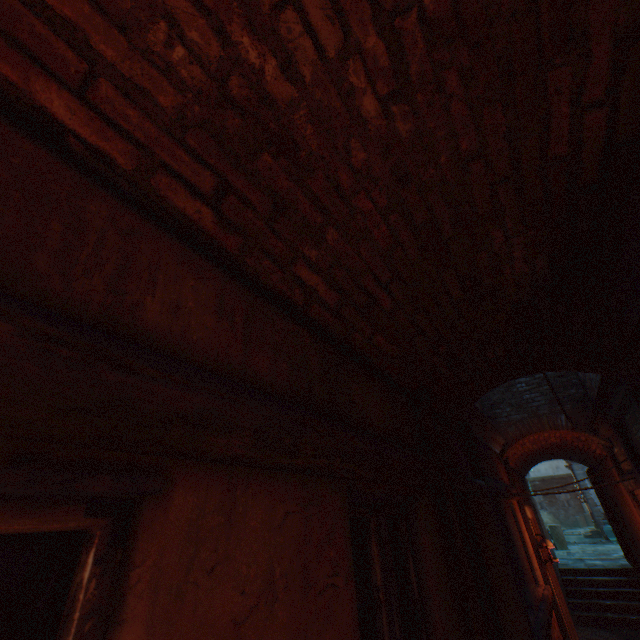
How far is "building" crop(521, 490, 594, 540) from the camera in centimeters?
796cm

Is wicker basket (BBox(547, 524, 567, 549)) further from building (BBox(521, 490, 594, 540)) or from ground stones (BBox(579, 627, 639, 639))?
ground stones (BBox(579, 627, 639, 639))

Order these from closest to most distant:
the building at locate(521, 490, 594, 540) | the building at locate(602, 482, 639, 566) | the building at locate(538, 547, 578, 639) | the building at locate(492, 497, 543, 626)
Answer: the building at locate(492, 497, 543, 626), the building at locate(538, 547, 578, 639), the building at locate(602, 482, 639, 566), the building at locate(521, 490, 594, 540)

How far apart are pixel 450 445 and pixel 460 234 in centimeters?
264cm

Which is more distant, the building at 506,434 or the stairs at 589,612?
the stairs at 589,612

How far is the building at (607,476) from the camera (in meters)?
7.21

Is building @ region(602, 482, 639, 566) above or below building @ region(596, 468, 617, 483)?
below
